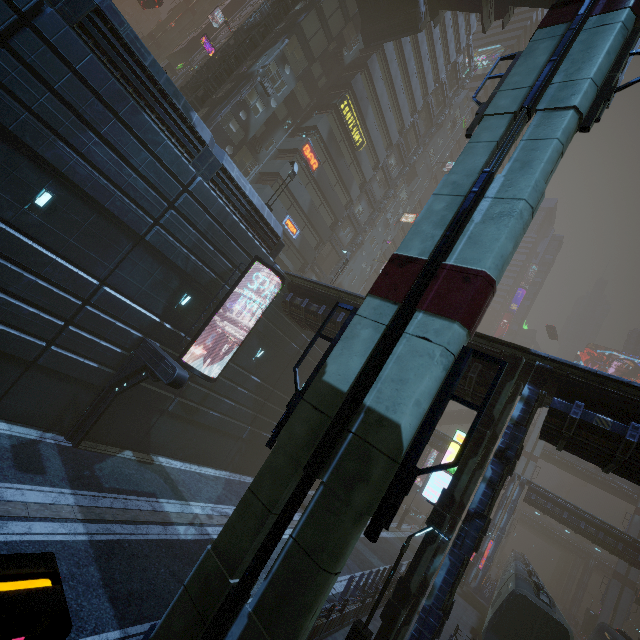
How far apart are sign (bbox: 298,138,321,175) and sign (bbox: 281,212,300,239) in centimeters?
437cm

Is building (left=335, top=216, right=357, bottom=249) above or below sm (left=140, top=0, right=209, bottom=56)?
below

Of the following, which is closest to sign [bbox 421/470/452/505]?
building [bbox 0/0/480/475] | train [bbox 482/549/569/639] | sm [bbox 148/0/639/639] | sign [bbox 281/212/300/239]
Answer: building [bbox 0/0/480/475]

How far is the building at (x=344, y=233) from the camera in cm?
3990

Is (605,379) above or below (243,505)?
above

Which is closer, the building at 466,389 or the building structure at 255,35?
the building at 466,389

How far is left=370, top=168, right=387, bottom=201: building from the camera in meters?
41.8 m
